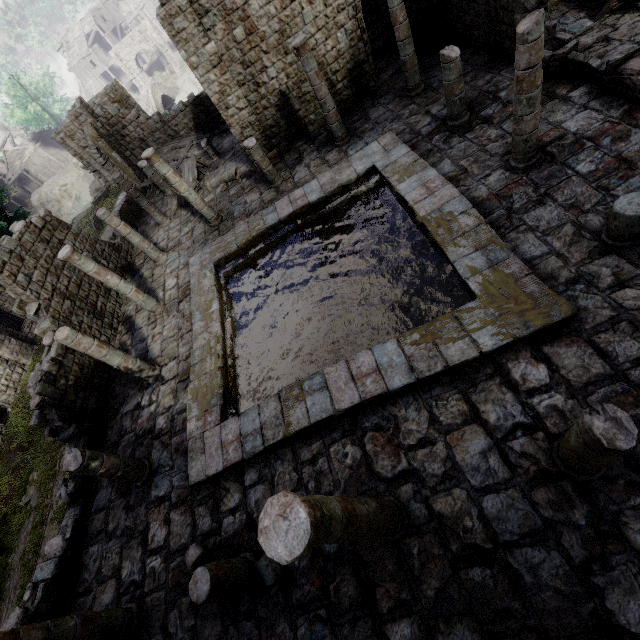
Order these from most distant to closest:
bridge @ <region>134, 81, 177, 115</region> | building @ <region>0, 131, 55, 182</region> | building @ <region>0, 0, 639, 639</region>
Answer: building @ <region>0, 131, 55, 182</region>
bridge @ <region>134, 81, 177, 115</region>
building @ <region>0, 0, 639, 639</region>

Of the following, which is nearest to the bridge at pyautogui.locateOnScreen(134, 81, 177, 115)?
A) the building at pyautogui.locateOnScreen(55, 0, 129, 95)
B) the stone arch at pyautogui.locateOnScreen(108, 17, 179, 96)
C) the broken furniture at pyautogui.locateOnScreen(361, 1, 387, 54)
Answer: the stone arch at pyautogui.locateOnScreen(108, 17, 179, 96)

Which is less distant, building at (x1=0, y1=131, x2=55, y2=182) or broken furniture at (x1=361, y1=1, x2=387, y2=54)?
broken furniture at (x1=361, y1=1, x2=387, y2=54)

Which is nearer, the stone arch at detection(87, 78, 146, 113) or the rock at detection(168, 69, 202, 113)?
the stone arch at detection(87, 78, 146, 113)

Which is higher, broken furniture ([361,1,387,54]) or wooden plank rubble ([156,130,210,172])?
wooden plank rubble ([156,130,210,172])

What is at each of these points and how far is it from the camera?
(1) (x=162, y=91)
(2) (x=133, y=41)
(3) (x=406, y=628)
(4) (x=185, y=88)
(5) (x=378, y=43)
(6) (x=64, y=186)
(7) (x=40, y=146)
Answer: (1) bridge, 42.8m
(2) stone arch, 47.6m
(3) building, 5.4m
(4) rock, 46.6m
(5) broken furniture, 16.7m
(6) rock, 56.2m
(7) building, 58.8m

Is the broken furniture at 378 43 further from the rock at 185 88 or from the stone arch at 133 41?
the rock at 185 88

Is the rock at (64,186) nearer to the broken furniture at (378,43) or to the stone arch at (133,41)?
the stone arch at (133,41)
